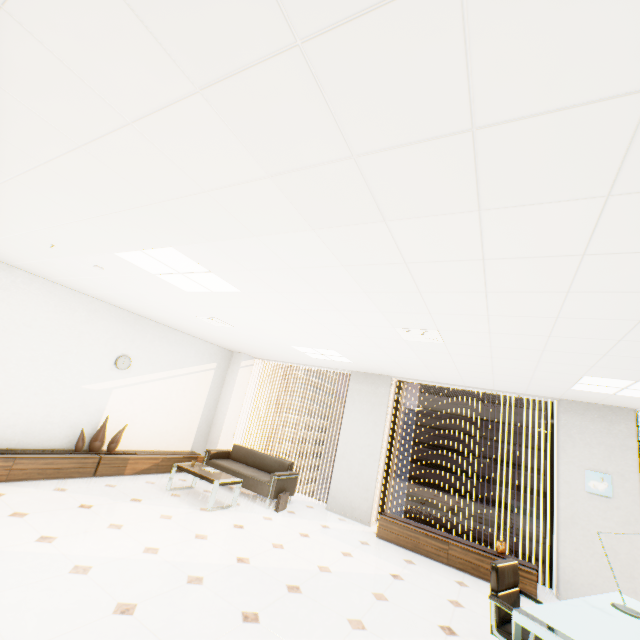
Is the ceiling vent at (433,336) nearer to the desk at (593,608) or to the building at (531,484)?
the desk at (593,608)

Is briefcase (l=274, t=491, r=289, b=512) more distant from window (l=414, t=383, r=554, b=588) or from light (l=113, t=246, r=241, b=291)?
light (l=113, t=246, r=241, b=291)

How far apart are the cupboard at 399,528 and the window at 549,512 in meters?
0.5 m

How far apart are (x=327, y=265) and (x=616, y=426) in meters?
5.8

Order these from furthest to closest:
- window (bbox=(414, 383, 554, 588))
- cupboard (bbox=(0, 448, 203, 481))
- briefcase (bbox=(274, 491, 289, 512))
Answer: briefcase (bbox=(274, 491, 289, 512))
window (bbox=(414, 383, 554, 588))
cupboard (bbox=(0, 448, 203, 481))

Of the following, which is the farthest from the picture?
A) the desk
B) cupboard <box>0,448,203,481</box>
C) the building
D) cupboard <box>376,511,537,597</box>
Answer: the building

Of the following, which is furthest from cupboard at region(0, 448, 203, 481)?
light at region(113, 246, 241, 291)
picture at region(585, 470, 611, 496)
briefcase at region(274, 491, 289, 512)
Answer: picture at region(585, 470, 611, 496)

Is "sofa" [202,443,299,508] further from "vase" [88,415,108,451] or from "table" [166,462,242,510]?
"vase" [88,415,108,451]
